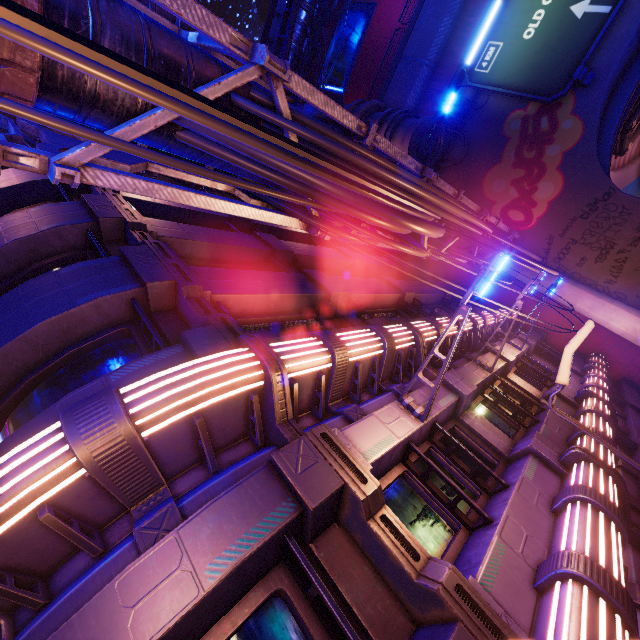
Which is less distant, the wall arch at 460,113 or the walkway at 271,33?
the wall arch at 460,113

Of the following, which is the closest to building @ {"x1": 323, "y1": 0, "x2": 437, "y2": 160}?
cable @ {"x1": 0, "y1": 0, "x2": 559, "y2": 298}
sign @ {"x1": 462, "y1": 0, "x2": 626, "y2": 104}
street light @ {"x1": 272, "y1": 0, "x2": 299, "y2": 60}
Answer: sign @ {"x1": 462, "y1": 0, "x2": 626, "y2": 104}

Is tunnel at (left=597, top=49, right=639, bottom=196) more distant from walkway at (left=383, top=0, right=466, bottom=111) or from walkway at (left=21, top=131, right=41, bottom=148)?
walkway at (left=383, top=0, right=466, bottom=111)

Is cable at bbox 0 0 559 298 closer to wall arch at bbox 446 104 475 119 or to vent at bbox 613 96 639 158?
wall arch at bbox 446 104 475 119

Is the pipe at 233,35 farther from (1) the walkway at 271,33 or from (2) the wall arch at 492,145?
(1) the walkway at 271,33

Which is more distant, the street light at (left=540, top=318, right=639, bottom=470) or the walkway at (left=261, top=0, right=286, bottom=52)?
the walkway at (left=261, top=0, right=286, bottom=52)

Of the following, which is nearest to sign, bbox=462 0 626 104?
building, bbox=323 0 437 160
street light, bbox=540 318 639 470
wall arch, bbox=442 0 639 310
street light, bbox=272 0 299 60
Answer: wall arch, bbox=442 0 639 310

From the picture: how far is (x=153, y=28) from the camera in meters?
3.6 m
